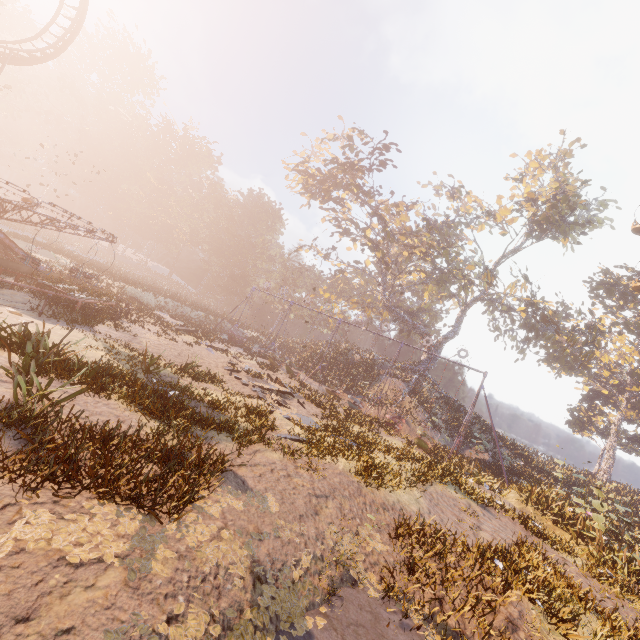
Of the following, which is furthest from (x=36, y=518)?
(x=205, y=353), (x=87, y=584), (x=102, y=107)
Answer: (x=102, y=107)

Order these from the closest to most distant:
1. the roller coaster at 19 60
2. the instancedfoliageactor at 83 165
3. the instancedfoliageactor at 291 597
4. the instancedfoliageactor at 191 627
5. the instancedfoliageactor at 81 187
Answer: the instancedfoliageactor at 191 627 → the instancedfoliageactor at 291 597 → the roller coaster at 19 60 → the instancedfoliageactor at 83 165 → the instancedfoliageactor at 81 187

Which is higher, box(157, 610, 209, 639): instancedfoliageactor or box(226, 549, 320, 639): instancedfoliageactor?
box(157, 610, 209, 639): instancedfoliageactor

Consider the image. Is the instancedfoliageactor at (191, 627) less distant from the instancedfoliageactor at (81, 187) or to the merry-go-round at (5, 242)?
the merry-go-round at (5, 242)

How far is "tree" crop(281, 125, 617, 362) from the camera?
31.09m

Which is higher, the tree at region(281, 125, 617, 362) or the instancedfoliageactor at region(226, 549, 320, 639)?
the tree at region(281, 125, 617, 362)

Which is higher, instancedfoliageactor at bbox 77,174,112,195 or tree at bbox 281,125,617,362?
tree at bbox 281,125,617,362

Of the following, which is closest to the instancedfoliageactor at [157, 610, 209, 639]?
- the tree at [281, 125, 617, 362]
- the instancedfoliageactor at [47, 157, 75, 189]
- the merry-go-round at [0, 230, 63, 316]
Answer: the merry-go-round at [0, 230, 63, 316]
